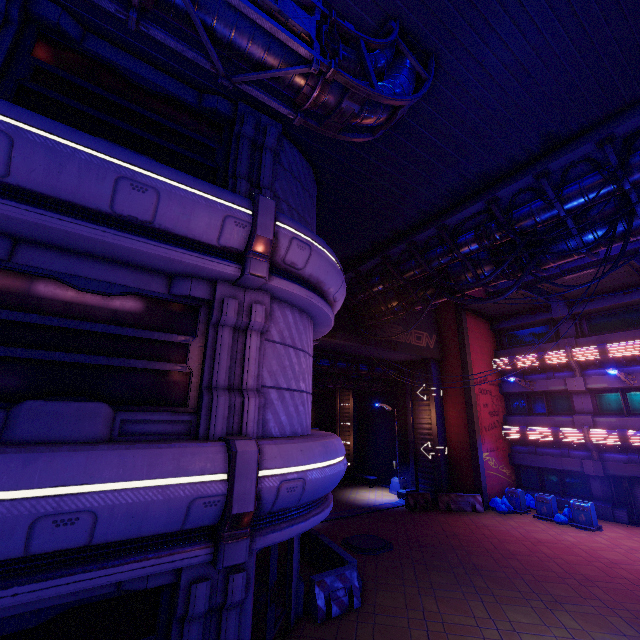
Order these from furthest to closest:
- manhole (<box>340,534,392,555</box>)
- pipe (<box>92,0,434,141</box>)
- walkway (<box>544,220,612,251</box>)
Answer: manhole (<box>340,534,392,555</box>) < walkway (<box>544,220,612,251</box>) < pipe (<box>92,0,434,141</box>)

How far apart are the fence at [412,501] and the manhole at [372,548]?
5.0m

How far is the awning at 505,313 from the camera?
21.7 meters

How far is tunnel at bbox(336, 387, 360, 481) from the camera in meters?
27.8

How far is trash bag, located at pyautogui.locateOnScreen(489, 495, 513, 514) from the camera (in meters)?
18.22

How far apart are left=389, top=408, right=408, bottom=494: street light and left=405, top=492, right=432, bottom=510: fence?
2.8 meters

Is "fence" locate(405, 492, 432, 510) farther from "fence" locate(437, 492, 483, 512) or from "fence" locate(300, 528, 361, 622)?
"fence" locate(300, 528, 361, 622)

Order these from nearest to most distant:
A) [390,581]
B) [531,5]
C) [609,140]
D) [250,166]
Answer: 1. [531,5]
2. [250,166]
3. [609,140]
4. [390,581]
